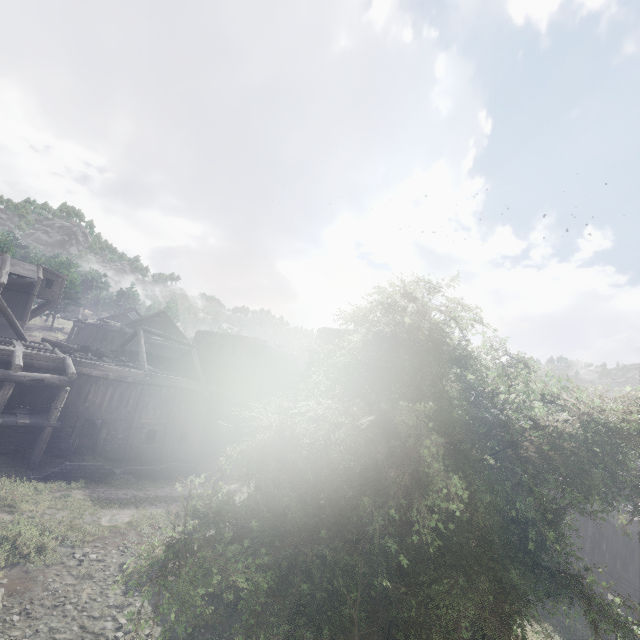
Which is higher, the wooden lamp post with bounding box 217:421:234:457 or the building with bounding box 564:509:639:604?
the wooden lamp post with bounding box 217:421:234:457

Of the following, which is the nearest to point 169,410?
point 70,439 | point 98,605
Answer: point 70,439

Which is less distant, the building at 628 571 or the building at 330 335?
the building at 330 335

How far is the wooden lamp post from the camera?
16.4m

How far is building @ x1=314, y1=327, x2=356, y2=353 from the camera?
15.7m

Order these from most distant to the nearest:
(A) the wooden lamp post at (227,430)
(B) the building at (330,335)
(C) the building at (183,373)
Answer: (C) the building at (183,373)
(A) the wooden lamp post at (227,430)
(B) the building at (330,335)

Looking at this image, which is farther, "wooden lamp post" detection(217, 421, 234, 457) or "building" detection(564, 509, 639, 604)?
"building" detection(564, 509, 639, 604)
